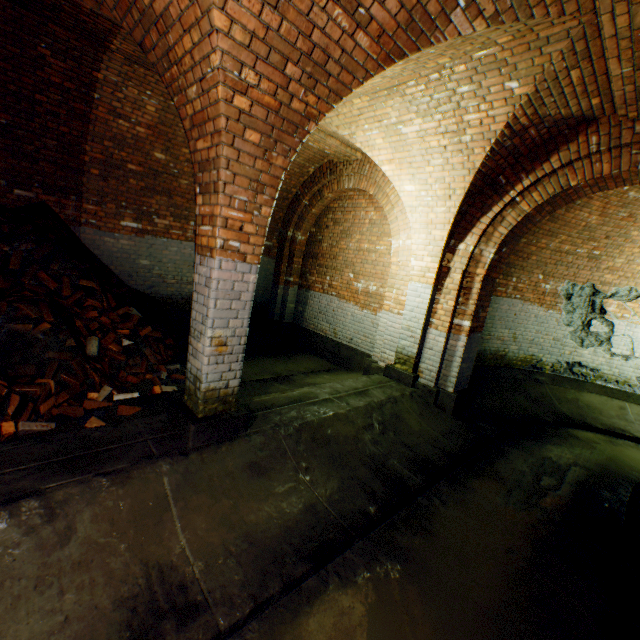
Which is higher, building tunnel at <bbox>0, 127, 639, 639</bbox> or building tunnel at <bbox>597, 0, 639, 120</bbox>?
building tunnel at <bbox>597, 0, 639, 120</bbox>

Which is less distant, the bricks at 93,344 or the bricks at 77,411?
the bricks at 77,411

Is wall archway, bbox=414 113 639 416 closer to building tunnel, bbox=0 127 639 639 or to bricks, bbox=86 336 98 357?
building tunnel, bbox=0 127 639 639

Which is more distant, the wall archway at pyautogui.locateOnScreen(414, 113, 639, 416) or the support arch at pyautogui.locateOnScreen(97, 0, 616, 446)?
the wall archway at pyautogui.locateOnScreen(414, 113, 639, 416)

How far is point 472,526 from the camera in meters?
3.3 m

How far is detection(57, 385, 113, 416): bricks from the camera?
3.8m

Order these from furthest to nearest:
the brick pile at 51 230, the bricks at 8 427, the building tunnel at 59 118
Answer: the building tunnel at 59 118 → the brick pile at 51 230 → the bricks at 8 427

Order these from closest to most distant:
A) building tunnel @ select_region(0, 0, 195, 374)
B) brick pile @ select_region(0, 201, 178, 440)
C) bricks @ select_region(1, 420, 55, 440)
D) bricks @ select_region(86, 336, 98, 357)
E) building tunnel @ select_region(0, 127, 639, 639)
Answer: building tunnel @ select_region(0, 127, 639, 639), bricks @ select_region(1, 420, 55, 440), brick pile @ select_region(0, 201, 178, 440), building tunnel @ select_region(0, 0, 195, 374), bricks @ select_region(86, 336, 98, 357)
